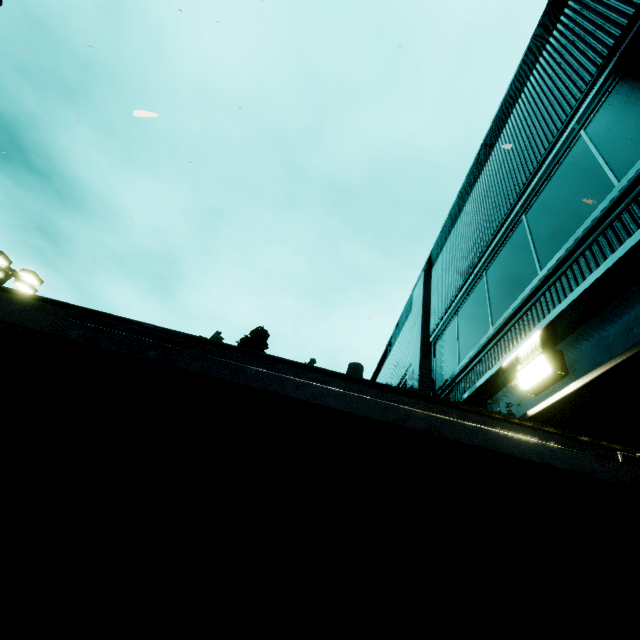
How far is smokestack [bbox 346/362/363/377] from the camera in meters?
46.1 m

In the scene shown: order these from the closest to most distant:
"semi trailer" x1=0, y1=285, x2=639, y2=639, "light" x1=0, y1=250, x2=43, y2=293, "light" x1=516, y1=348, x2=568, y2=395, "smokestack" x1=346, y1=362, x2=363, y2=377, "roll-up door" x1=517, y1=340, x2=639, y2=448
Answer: "semi trailer" x1=0, y1=285, x2=639, y2=639, "roll-up door" x1=517, y1=340, x2=639, y2=448, "light" x1=516, y1=348, x2=568, y2=395, "light" x1=0, y1=250, x2=43, y2=293, "smokestack" x1=346, y1=362, x2=363, y2=377

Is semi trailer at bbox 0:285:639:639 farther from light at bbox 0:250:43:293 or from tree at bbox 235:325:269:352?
tree at bbox 235:325:269:352

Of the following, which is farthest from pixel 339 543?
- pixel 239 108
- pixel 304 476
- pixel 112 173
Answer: pixel 112 173

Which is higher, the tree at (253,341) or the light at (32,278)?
the tree at (253,341)

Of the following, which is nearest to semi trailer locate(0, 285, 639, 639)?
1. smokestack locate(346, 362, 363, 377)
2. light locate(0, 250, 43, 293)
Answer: light locate(0, 250, 43, 293)

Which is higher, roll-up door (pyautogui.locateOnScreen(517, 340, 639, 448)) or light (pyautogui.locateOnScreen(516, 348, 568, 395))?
light (pyautogui.locateOnScreen(516, 348, 568, 395))

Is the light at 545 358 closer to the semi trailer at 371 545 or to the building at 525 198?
the building at 525 198
